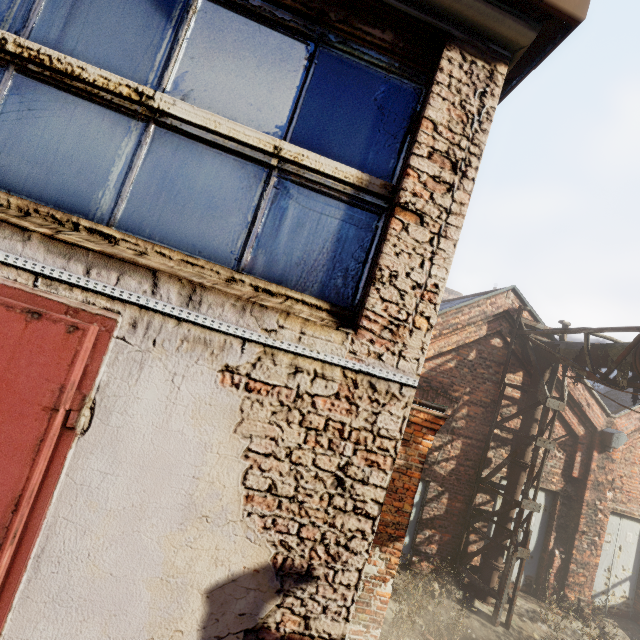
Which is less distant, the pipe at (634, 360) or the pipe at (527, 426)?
the pipe at (634, 360)

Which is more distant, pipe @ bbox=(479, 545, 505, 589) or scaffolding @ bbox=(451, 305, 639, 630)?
pipe @ bbox=(479, 545, 505, 589)

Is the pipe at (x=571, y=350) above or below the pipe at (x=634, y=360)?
above

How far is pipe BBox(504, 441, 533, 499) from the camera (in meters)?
7.37

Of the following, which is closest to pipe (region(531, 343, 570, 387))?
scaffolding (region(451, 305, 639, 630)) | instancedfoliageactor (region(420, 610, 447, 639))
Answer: scaffolding (region(451, 305, 639, 630))

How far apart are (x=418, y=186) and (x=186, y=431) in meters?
1.8

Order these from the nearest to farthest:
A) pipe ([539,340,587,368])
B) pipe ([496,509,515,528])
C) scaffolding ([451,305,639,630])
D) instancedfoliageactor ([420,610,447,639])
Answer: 1. instancedfoliageactor ([420,610,447,639])
2. scaffolding ([451,305,639,630])
3. pipe ([539,340,587,368])
4. pipe ([496,509,515,528])
